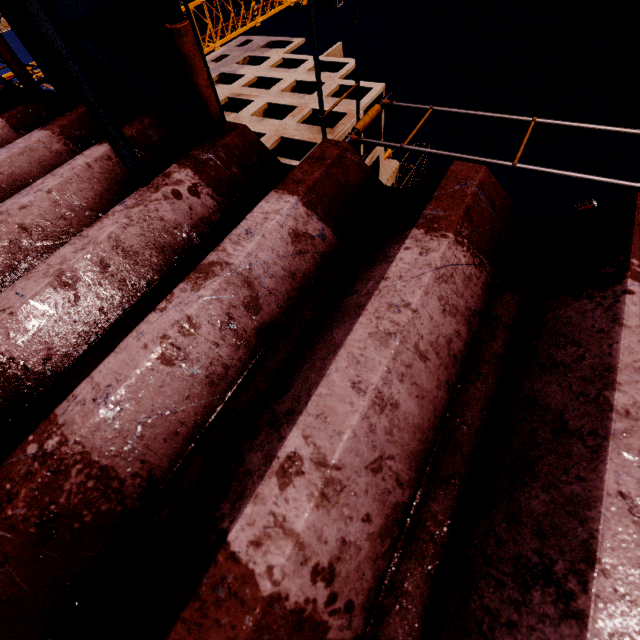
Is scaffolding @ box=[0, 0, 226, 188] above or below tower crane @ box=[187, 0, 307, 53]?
below

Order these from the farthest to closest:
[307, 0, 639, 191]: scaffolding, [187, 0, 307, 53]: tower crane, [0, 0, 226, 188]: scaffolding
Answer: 1. [187, 0, 307, 53]: tower crane
2. [307, 0, 639, 191]: scaffolding
3. [0, 0, 226, 188]: scaffolding

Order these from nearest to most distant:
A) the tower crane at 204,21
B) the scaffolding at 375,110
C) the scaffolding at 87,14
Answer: the scaffolding at 87,14, the scaffolding at 375,110, the tower crane at 204,21

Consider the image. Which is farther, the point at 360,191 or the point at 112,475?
the point at 360,191

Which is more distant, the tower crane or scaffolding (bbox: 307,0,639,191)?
the tower crane

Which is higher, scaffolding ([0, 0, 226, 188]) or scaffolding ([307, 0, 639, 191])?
scaffolding ([307, 0, 639, 191])

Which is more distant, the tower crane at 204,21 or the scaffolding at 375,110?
the tower crane at 204,21
